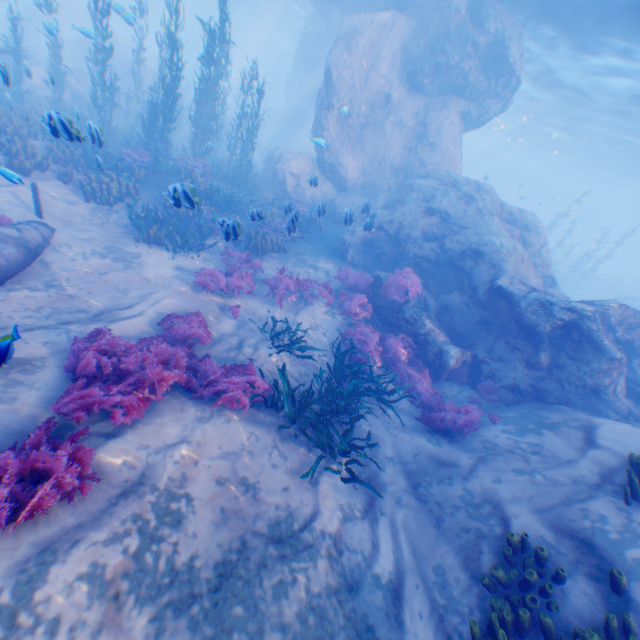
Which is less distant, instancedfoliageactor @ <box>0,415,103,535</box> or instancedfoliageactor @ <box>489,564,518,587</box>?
instancedfoliageactor @ <box>0,415,103,535</box>

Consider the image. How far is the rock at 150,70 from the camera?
25.0m

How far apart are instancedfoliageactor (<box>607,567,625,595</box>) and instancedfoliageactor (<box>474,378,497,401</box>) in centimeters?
467cm

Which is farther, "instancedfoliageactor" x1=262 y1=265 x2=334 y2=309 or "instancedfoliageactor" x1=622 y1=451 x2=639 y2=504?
"instancedfoliageactor" x1=262 y1=265 x2=334 y2=309

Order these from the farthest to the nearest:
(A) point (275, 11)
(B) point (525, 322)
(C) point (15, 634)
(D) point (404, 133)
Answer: (A) point (275, 11) → (D) point (404, 133) → (B) point (525, 322) → (C) point (15, 634)

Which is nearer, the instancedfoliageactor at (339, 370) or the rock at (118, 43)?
the instancedfoliageactor at (339, 370)

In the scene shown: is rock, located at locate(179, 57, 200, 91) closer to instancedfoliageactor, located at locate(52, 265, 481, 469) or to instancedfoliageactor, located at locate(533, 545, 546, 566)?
instancedfoliageactor, located at locate(52, 265, 481, 469)

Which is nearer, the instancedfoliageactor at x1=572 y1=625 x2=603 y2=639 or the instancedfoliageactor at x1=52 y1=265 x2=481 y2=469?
the instancedfoliageactor at x1=572 y1=625 x2=603 y2=639
